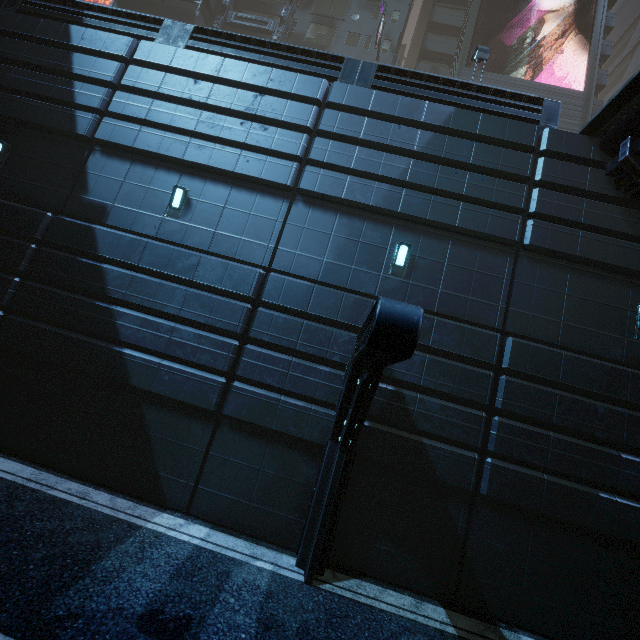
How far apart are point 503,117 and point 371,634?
12.7m

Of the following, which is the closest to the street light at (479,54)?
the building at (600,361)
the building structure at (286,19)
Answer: the building at (600,361)

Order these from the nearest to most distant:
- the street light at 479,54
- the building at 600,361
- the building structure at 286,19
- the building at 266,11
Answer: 1. the building at 600,361
2. the street light at 479,54
3. the building structure at 286,19
4. the building at 266,11

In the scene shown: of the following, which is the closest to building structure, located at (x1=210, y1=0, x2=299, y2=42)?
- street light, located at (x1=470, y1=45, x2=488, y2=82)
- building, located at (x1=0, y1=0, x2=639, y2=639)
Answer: building, located at (x1=0, y1=0, x2=639, y2=639)

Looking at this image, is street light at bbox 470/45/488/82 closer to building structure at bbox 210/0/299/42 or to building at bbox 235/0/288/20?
building at bbox 235/0/288/20

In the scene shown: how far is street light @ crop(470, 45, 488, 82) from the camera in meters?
12.7 m

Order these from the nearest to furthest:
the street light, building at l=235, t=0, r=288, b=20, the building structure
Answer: the street light → the building structure → building at l=235, t=0, r=288, b=20
